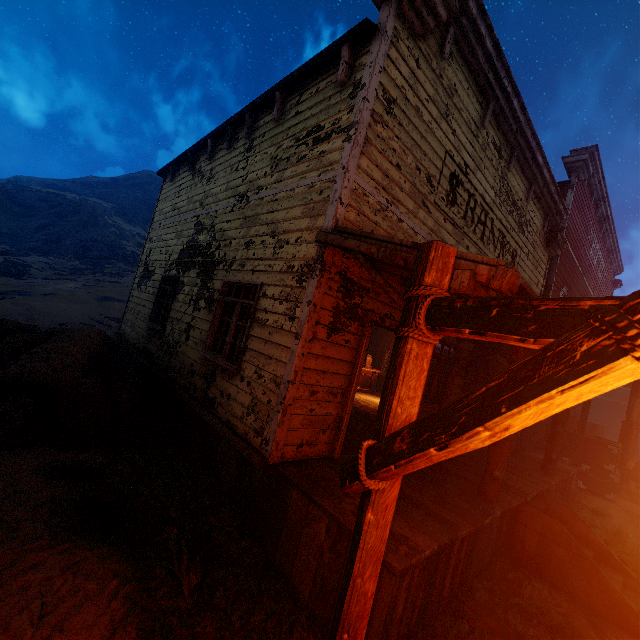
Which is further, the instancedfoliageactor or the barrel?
the barrel

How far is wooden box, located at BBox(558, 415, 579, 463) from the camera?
11.48m

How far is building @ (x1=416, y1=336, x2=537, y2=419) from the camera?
6.7 meters

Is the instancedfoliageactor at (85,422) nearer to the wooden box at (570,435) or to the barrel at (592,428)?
the wooden box at (570,435)

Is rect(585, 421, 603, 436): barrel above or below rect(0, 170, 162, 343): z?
above

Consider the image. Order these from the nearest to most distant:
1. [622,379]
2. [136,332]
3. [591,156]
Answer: [622,379] → [136,332] → [591,156]

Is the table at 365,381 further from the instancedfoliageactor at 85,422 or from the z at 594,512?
the instancedfoliageactor at 85,422
